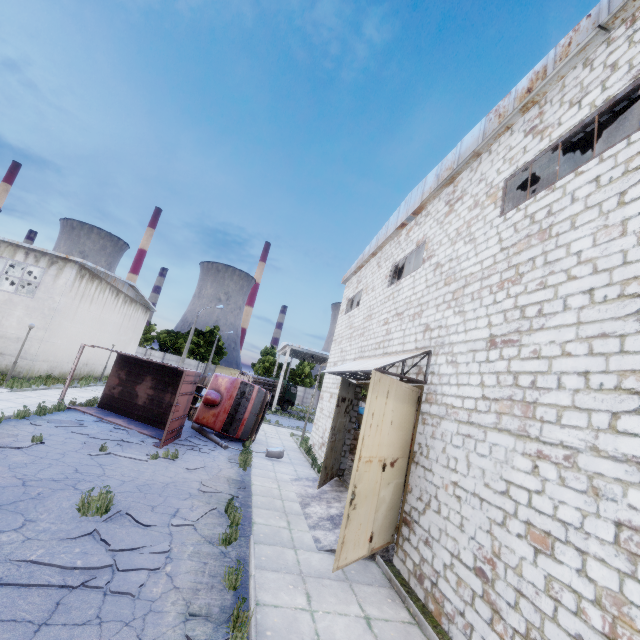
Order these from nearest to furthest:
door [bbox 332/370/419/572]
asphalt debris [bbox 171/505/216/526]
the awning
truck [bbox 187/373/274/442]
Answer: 1. door [bbox 332/370/419/572]
2. asphalt debris [bbox 171/505/216/526]
3. the awning
4. truck [bbox 187/373/274/442]

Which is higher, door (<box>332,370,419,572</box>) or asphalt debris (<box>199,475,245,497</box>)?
door (<box>332,370,419,572</box>)

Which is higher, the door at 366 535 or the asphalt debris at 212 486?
the door at 366 535

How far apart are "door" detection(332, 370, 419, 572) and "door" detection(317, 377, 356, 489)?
3.3m

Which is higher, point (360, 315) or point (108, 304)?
point (360, 315)

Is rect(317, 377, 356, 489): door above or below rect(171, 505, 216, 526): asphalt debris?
above

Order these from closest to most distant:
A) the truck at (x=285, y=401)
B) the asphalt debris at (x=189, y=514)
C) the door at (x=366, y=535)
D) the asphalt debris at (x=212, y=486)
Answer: the door at (x=366, y=535), the asphalt debris at (x=189, y=514), the asphalt debris at (x=212, y=486), the truck at (x=285, y=401)

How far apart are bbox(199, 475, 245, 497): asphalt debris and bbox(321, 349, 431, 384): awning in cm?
480
